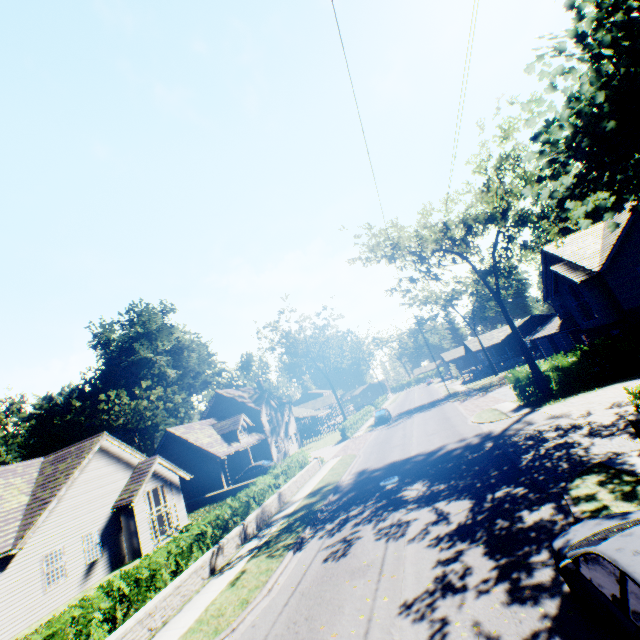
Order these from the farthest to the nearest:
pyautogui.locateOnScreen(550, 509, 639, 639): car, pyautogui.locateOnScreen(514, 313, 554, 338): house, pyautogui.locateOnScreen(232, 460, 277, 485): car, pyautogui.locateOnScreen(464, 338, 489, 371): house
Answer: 1. pyautogui.locateOnScreen(464, 338, 489, 371): house
2. pyautogui.locateOnScreen(514, 313, 554, 338): house
3. pyautogui.locateOnScreen(232, 460, 277, 485): car
4. pyautogui.locateOnScreen(550, 509, 639, 639): car

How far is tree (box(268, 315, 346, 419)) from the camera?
52.2 meters

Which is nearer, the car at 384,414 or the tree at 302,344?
the car at 384,414

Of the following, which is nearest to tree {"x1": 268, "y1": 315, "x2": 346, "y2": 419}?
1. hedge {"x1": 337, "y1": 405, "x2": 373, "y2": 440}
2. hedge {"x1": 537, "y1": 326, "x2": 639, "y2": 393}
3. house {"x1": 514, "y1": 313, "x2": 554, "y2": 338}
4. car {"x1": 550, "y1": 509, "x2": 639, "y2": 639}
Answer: hedge {"x1": 537, "y1": 326, "x2": 639, "y2": 393}

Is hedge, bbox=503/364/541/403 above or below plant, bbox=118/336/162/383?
below

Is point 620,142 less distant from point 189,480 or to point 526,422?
point 526,422

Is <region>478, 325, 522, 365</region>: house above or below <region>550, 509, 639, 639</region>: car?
above

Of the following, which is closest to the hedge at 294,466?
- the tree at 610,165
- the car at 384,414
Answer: the tree at 610,165
